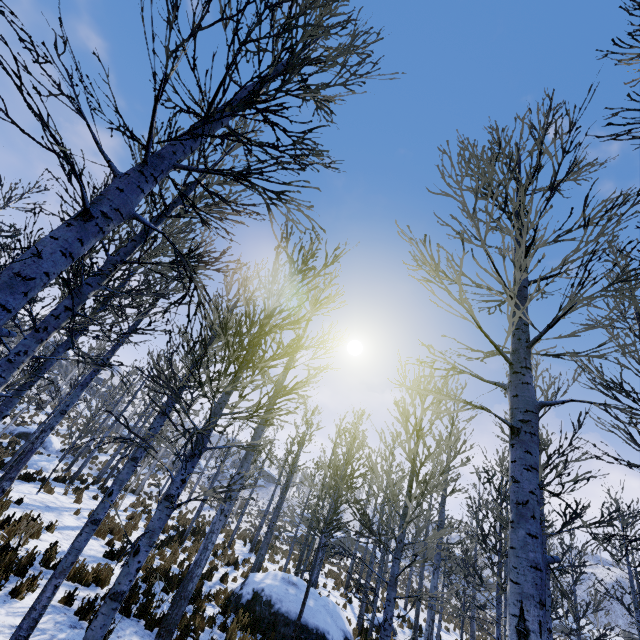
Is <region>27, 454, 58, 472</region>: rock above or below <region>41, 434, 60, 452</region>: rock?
below

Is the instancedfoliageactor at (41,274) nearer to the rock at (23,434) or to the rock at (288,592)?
the rock at (23,434)

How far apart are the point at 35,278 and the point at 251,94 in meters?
1.7 m

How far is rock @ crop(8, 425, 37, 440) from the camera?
25.6m

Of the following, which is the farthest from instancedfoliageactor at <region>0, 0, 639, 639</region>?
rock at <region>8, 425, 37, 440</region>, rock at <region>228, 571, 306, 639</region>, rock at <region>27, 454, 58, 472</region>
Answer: rock at <region>228, 571, 306, 639</region>

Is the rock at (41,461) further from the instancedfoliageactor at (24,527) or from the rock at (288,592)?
the rock at (288,592)

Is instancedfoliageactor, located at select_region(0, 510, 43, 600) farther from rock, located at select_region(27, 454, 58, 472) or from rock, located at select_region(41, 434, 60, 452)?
rock, located at select_region(27, 454, 58, 472)

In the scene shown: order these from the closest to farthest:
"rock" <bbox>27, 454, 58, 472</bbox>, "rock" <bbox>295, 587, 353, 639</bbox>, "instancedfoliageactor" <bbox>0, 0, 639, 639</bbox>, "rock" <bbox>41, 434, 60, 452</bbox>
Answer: "instancedfoliageactor" <bbox>0, 0, 639, 639</bbox> < "rock" <bbox>295, 587, 353, 639</bbox> < "rock" <bbox>27, 454, 58, 472</bbox> < "rock" <bbox>41, 434, 60, 452</bbox>
